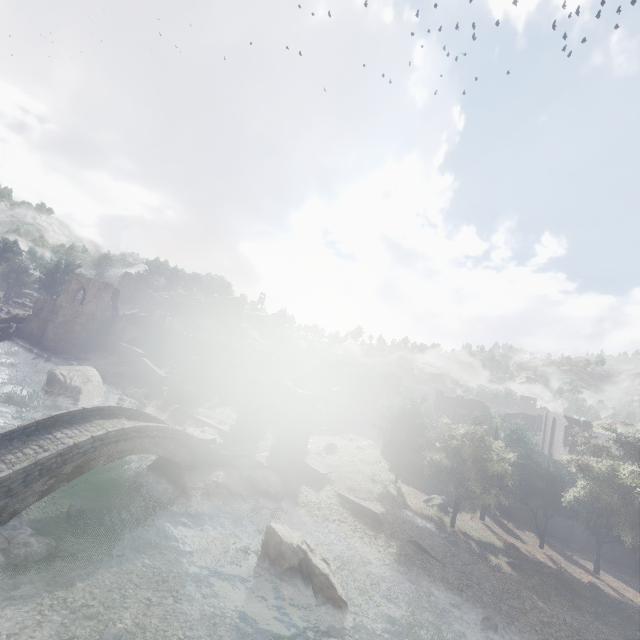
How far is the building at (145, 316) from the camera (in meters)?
56.88

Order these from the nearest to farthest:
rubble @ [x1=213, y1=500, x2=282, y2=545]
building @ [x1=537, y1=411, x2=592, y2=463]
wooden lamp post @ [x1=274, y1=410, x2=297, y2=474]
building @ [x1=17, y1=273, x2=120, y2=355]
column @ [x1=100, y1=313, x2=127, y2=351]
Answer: rubble @ [x1=213, y1=500, x2=282, y2=545]
wooden lamp post @ [x1=274, y1=410, x2=297, y2=474]
building @ [x1=537, y1=411, x2=592, y2=463]
building @ [x1=17, y1=273, x2=120, y2=355]
column @ [x1=100, y1=313, x2=127, y2=351]

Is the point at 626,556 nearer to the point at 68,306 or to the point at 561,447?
the point at 561,447

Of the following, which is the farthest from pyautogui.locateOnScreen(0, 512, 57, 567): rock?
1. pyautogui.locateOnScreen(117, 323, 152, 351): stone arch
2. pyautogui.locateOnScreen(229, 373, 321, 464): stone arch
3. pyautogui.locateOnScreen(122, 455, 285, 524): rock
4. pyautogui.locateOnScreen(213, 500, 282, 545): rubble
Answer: pyautogui.locateOnScreen(117, 323, 152, 351): stone arch

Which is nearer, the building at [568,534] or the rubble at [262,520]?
the rubble at [262,520]

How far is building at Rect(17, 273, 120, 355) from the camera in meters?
45.9 m

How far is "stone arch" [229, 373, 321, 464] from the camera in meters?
29.1 m

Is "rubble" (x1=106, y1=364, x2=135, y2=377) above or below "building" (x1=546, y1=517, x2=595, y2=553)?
above
